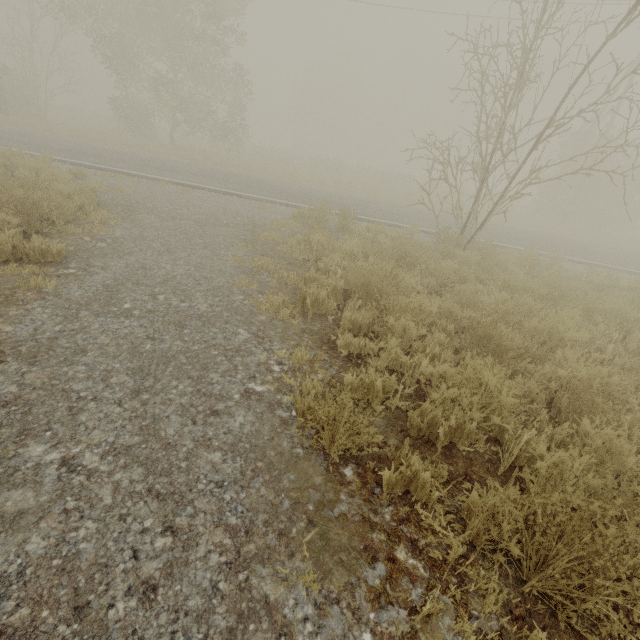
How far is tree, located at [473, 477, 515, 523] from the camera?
2.02m

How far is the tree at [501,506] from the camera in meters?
2.0

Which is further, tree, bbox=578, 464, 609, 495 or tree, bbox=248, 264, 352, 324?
tree, bbox=248, 264, 352, 324

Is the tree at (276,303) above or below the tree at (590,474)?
below

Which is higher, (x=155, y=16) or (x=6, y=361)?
(x=155, y=16)

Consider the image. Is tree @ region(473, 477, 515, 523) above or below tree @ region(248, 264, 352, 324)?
above
